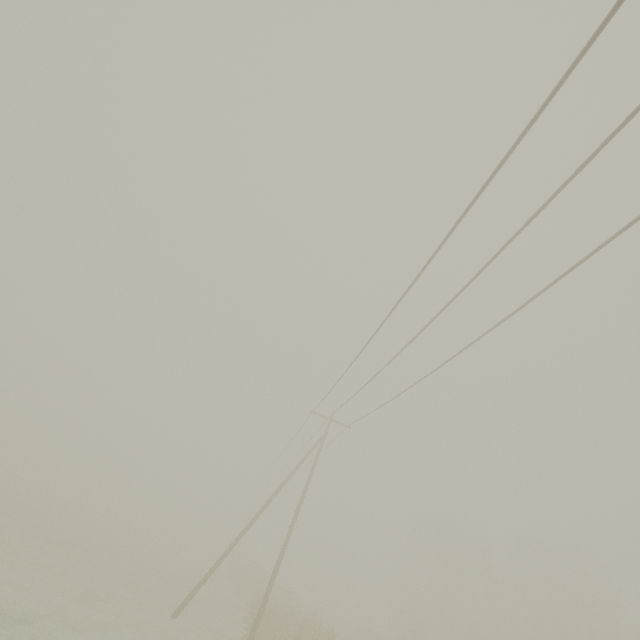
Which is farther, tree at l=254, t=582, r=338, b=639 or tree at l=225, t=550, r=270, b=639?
tree at l=225, t=550, r=270, b=639

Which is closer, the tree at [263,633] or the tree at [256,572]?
the tree at [263,633]

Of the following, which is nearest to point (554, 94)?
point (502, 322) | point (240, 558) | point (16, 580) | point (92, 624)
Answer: point (502, 322)
